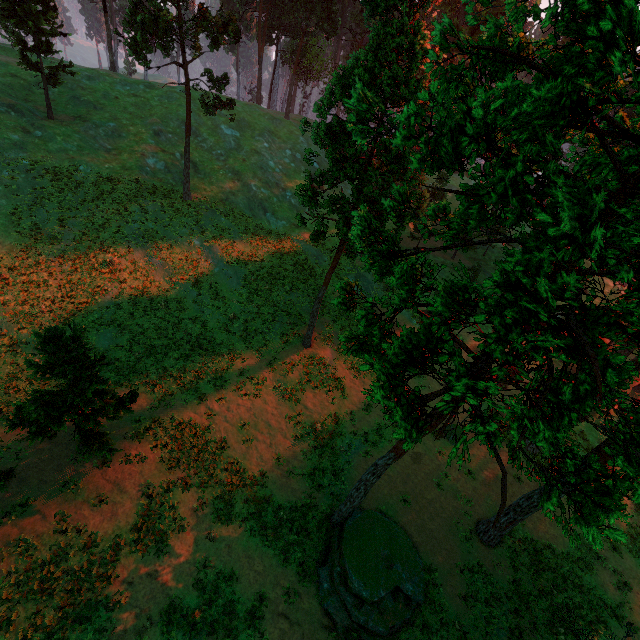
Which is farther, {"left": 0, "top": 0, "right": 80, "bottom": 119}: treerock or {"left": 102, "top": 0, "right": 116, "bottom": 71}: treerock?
{"left": 102, "top": 0, "right": 116, "bottom": 71}: treerock

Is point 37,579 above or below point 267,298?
below

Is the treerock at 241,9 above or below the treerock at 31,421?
above

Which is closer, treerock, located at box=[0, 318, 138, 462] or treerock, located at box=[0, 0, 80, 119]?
treerock, located at box=[0, 318, 138, 462]

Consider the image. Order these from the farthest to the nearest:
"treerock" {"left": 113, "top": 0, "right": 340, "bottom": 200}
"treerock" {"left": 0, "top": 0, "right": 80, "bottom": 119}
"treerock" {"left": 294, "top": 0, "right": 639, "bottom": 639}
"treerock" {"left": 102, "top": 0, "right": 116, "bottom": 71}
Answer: "treerock" {"left": 102, "top": 0, "right": 116, "bottom": 71}
"treerock" {"left": 0, "top": 0, "right": 80, "bottom": 119}
"treerock" {"left": 113, "top": 0, "right": 340, "bottom": 200}
"treerock" {"left": 294, "top": 0, "right": 639, "bottom": 639}

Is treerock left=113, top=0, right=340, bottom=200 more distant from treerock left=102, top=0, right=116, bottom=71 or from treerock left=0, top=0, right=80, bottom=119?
treerock left=102, top=0, right=116, bottom=71

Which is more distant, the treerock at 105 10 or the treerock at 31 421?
the treerock at 105 10
